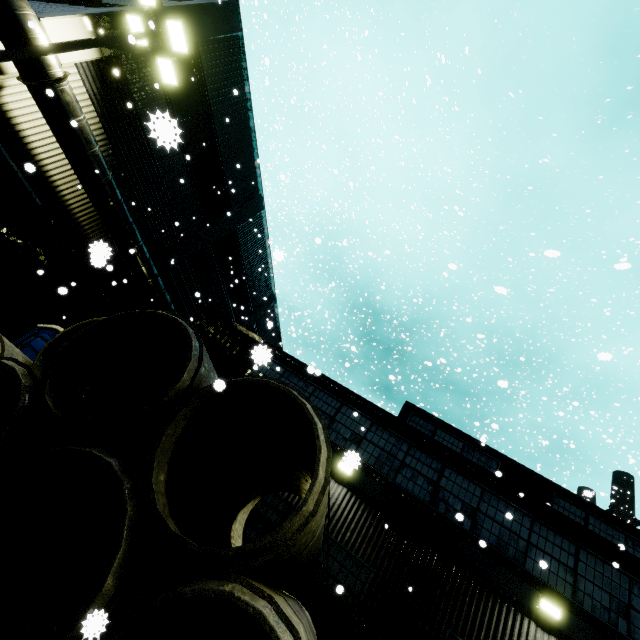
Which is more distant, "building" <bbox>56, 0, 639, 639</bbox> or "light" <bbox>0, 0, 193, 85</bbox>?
"building" <bbox>56, 0, 639, 639</bbox>

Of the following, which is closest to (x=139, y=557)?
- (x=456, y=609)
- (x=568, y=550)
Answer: (x=456, y=609)

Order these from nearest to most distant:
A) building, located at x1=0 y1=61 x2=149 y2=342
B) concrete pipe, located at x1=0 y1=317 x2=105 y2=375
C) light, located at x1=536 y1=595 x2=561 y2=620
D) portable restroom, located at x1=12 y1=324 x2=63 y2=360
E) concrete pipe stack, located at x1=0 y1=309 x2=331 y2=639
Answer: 1. concrete pipe stack, located at x1=0 y1=309 x2=331 y2=639
2. concrete pipe, located at x1=0 y1=317 x2=105 y2=375
3. light, located at x1=536 y1=595 x2=561 y2=620
4. portable restroom, located at x1=12 y1=324 x2=63 y2=360
5. building, located at x1=0 y1=61 x2=149 y2=342

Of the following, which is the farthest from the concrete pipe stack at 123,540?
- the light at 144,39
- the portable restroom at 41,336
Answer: the light at 144,39

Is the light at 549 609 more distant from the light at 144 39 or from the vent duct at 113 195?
the light at 144 39

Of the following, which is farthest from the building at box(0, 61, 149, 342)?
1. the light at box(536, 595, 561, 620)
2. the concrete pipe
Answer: the concrete pipe

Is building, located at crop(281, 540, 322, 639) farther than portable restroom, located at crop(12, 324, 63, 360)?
No

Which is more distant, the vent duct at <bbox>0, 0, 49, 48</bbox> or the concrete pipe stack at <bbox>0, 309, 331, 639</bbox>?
the vent duct at <bbox>0, 0, 49, 48</bbox>
